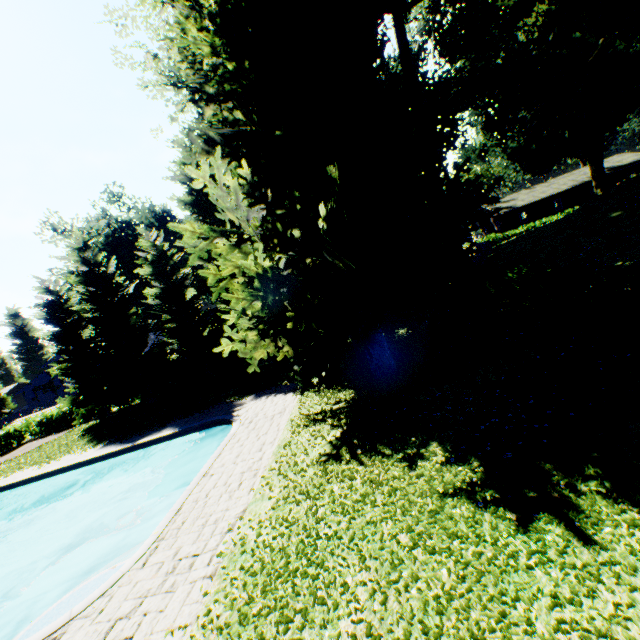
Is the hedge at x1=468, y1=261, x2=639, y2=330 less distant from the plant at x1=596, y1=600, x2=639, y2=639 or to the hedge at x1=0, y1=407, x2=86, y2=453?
the plant at x1=596, y1=600, x2=639, y2=639

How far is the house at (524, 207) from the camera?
46.9 meters

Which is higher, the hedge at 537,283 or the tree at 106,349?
the tree at 106,349

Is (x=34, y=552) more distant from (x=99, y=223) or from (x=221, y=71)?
(x=99, y=223)

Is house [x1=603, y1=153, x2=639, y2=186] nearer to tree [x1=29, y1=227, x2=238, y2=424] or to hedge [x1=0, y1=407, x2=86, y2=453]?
tree [x1=29, y1=227, x2=238, y2=424]

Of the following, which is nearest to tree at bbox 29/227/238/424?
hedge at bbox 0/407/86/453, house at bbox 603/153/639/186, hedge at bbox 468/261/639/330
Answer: hedge at bbox 0/407/86/453

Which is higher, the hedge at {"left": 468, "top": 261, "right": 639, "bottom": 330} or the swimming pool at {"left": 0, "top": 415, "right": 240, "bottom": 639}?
the hedge at {"left": 468, "top": 261, "right": 639, "bottom": 330}

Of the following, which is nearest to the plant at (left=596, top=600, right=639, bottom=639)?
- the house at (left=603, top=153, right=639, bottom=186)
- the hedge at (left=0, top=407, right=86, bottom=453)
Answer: the hedge at (left=0, top=407, right=86, bottom=453)
